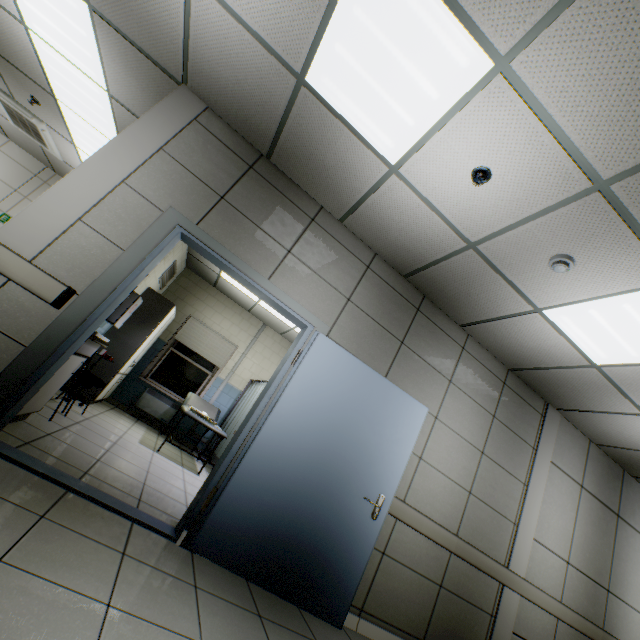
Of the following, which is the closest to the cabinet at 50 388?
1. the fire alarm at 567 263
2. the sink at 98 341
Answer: the sink at 98 341

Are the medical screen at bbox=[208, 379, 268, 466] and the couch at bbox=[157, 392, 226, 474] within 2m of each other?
yes

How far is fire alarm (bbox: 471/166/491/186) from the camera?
2.33m

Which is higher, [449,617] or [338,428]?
[338,428]

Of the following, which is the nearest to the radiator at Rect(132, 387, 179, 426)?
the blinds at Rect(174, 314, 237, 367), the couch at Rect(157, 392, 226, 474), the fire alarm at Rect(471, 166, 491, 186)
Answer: the couch at Rect(157, 392, 226, 474)

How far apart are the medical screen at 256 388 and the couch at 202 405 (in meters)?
0.06

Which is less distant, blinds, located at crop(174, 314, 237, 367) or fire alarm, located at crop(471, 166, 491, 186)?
fire alarm, located at crop(471, 166, 491, 186)

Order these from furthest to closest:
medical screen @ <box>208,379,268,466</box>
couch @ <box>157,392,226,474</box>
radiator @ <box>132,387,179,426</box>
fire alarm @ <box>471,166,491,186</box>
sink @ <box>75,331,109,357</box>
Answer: radiator @ <box>132,387,179,426</box>
medical screen @ <box>208,379,268,466</box>
couch @ <box>157,392,226,474</box>
sink @ <box>75,331,109,357</box>
fire alarm @ <box>471,166,491,186</box>
